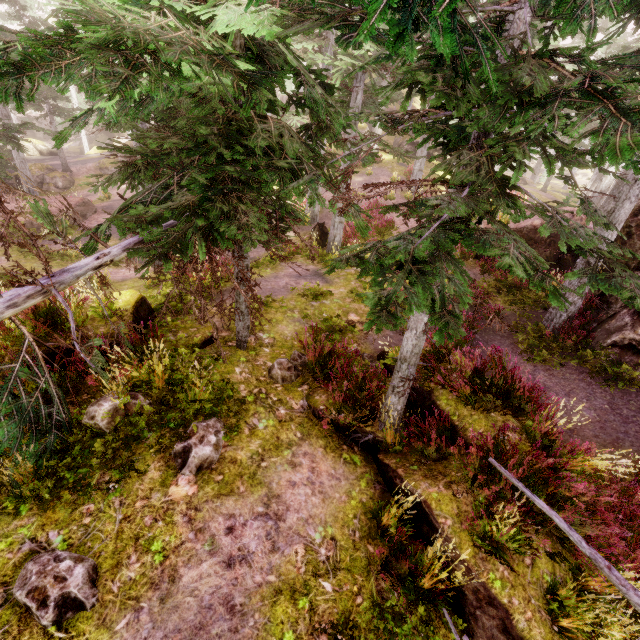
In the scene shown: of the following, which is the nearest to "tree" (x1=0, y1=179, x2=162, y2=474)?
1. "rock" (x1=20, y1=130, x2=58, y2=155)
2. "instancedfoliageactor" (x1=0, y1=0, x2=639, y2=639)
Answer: "instancedfoliageactor" (x1=0, y1=0, x2=639, y2=639)

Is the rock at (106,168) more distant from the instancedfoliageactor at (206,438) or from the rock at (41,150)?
the rock at (41,150)

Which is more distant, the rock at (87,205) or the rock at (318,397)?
the rock at (87,205)

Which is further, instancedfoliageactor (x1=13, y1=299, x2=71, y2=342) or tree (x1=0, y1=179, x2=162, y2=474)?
instancedfoliageactor (x1=13, y1=299, x2=71, y2=342)

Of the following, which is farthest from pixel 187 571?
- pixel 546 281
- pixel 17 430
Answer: pixel 546 281

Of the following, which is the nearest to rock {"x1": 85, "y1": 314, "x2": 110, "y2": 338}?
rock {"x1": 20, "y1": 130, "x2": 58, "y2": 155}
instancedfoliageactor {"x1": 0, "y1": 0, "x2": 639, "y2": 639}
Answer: instancedfoliageactor {"x1": 0, "y1": 0, "x2": 639, "y2": 639}

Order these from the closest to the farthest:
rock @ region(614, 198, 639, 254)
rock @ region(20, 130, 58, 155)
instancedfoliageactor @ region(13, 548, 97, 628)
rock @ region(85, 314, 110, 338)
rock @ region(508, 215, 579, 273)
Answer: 1. instancedfoliageactor @ region(13, 548, 97, 628)
2. rock @ region(85, 314, 110, 338)
3. rock @ region(614, 198, 639, 254)
4. rock @ region(508, 215, 579, 273)
5. rock @ region(20, 130, 58, 155)

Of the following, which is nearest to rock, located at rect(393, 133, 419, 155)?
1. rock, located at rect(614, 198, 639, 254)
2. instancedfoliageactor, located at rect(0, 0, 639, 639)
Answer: instancedfoliageactor, located at rect(0, 0, 639, 639)
